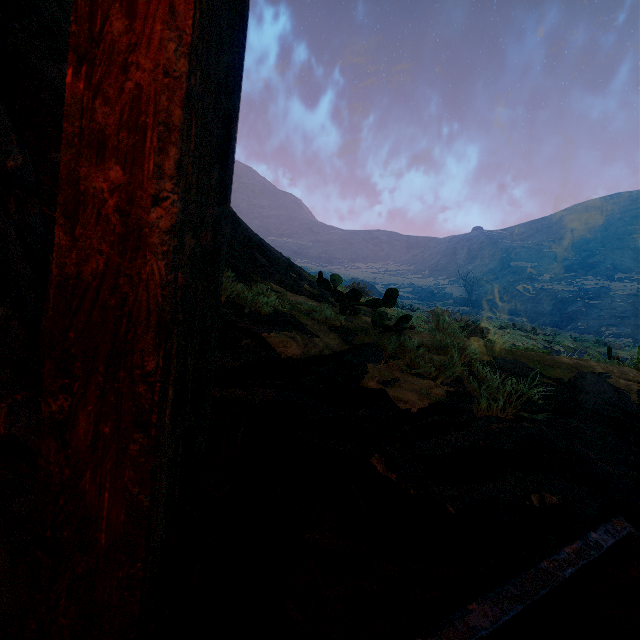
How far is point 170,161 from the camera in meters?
0.5
